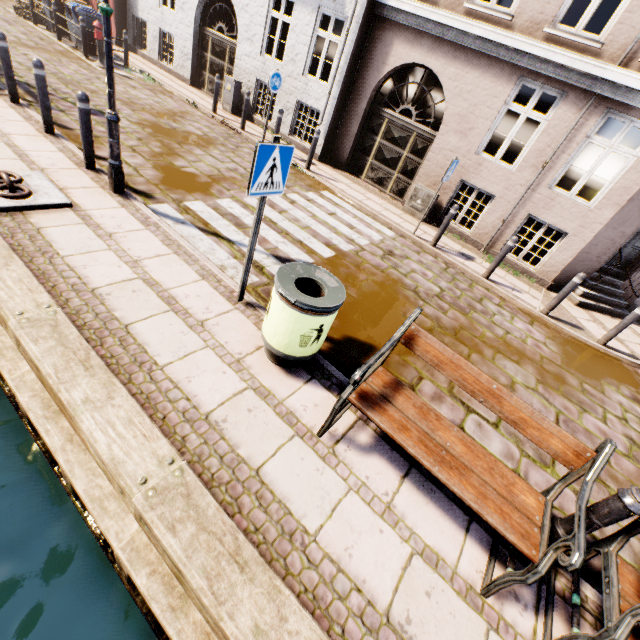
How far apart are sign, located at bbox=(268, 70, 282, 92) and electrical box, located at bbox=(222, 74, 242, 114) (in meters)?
2.93

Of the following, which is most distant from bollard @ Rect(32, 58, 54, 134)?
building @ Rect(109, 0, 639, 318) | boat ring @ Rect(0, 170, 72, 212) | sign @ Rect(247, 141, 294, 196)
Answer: building @ Rect(109, 0, 639, 318)

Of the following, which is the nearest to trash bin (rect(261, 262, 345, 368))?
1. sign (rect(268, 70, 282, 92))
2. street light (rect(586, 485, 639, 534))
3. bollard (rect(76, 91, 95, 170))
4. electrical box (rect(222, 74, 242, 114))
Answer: street light (rect(586, 485, 639, 534))

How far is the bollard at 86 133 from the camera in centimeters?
481cm

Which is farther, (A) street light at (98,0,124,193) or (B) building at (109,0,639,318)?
(B) building at (109,0,639,318)

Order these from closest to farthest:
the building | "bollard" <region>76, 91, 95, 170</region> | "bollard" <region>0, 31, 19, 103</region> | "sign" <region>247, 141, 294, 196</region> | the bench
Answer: the bench → "sign" <region>247, 141, 294, 196</region> → "bollard" <region>76, 91, 95, 170</region> → "bollard" <region>0, 31, 19, 103</region> → the building

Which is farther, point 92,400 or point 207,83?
point 207,83

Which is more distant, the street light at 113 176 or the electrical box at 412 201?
the electrical box at 412 201
